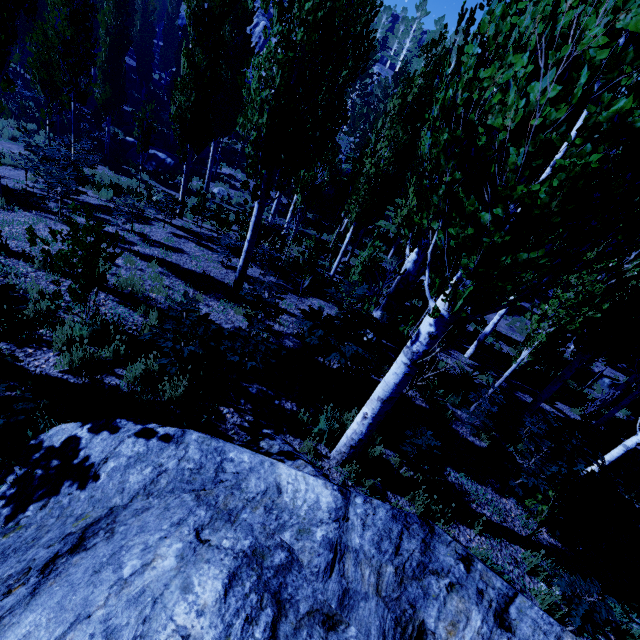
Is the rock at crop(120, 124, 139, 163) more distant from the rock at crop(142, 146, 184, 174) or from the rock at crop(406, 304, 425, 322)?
the rock at crop(406, 304, 425, 322)

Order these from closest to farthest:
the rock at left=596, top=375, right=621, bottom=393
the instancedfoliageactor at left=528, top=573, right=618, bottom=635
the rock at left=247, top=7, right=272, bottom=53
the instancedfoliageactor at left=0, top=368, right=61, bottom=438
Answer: the instancedfoliageactor at left=0, top=368, right=61, bottom=438
the instancedfoliageactor at left=528, top=573, right=618, bottom=635
the rock at left=596, top=375, right=621, bottom=393
the rock at left=247, top=7, right=272, bottom=53

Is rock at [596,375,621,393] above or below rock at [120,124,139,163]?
above

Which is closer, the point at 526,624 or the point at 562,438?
the point at 526,624

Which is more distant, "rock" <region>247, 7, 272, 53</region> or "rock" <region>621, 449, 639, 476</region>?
"rock" <region>247, 7, 272, 53</region>

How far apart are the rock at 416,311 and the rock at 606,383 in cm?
1173

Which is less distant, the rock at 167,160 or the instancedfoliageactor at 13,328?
the instancedfoliageactor at 13,328

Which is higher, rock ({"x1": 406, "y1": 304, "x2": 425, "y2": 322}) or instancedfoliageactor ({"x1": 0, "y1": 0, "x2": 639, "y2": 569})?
instancedfoliageactor ({"x1": 0, "y1": 0, "x2": 639, "y2": 569})
